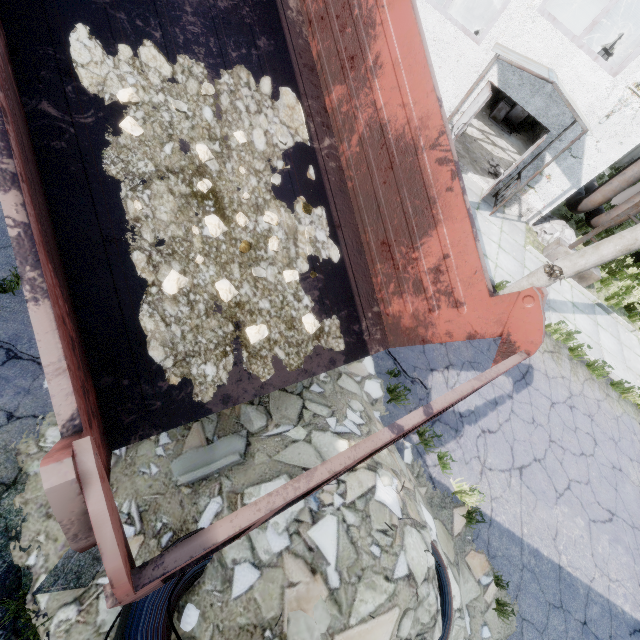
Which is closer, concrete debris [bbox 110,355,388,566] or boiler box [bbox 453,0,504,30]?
concrete debris [bbox 110,355,388,566]

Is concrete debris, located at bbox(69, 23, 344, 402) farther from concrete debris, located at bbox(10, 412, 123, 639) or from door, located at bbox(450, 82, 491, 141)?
door, located at bbox(450, 82, 491, 141)

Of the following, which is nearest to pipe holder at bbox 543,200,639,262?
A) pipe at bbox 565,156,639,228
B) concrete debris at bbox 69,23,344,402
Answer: pipe at bbox 565,156,639,228

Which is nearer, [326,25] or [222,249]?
[222,249]

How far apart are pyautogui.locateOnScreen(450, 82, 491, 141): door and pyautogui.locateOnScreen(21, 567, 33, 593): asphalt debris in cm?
1172

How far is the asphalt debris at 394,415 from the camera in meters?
5.1 m

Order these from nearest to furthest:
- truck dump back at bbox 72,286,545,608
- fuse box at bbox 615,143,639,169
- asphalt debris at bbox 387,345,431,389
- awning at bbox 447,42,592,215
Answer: truck dump back at bbox 72,286,545,608, asphalt debris at bbox 387,345,431,389, awning at bbox 447,42,592,215, fuse box at bbox 615,143,639,169

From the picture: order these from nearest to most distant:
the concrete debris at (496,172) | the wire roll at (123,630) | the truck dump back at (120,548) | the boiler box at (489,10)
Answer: the truck dump back at (120,548) < the wire roll at (123,630) < the concrete debris at (496,172) < the boiler box at (489,10)
